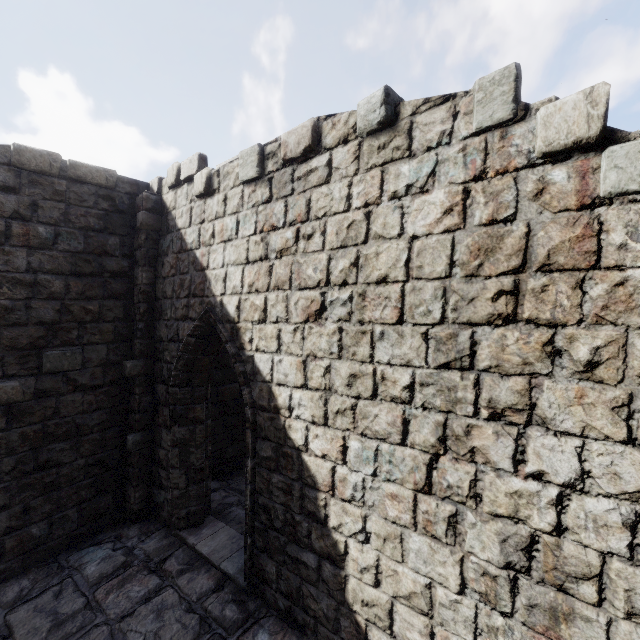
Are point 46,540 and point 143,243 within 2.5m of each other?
no
